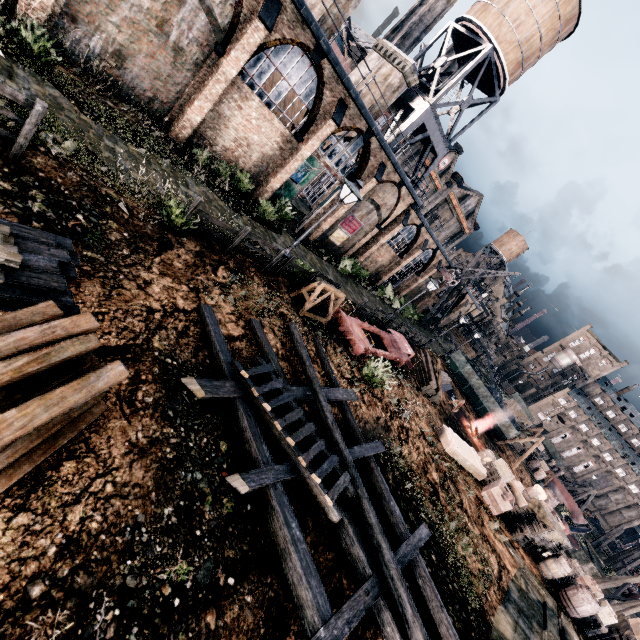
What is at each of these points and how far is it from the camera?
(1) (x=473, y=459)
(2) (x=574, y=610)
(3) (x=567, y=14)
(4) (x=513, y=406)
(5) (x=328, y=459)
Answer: (1) wooden chest, 18.62m
(2) wooden barrel, 15.12m
(3) water tower, 23.81m
(4) wooden chest, 47.81m
(5) ladder, 8.08m

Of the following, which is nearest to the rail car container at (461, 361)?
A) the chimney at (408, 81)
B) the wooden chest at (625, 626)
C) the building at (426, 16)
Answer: the wooden chest at (625, 626)

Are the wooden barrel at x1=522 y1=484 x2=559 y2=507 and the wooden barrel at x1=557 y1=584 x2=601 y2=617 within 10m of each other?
yes

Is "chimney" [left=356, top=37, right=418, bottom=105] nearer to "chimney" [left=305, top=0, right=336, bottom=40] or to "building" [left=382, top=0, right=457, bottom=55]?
"chimney" [left=305, top=0, right=336, bottom=40]

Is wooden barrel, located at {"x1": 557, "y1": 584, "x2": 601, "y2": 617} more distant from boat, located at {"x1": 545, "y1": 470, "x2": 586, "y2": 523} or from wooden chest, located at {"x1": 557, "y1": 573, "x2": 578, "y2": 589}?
boat, located at {"x1": 545, "y1": 470, "x2": 586, "y2": 523}

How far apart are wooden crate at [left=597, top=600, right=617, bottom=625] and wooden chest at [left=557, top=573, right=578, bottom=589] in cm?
2

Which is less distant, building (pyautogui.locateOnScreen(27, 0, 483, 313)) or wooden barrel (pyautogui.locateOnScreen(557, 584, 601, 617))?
building (pyautogui.locateOnScreen(27, 0, 483, 313))

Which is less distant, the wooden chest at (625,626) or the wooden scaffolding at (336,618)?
the wooden scaffolding at (336,618)
